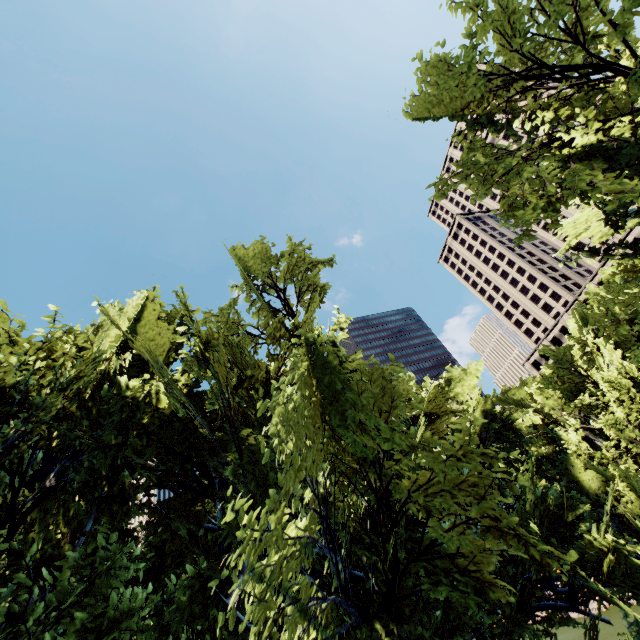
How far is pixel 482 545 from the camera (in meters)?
7.01
